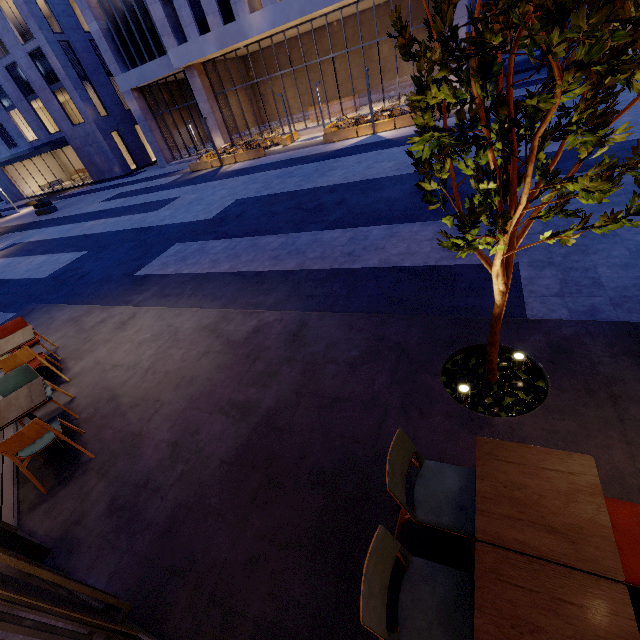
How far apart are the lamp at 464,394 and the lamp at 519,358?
0.7m

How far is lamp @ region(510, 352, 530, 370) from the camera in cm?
345

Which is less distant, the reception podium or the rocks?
the rocks

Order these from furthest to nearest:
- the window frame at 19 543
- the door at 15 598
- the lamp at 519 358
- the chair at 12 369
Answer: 1. the chair at 12 369
2. the lamp at 519 358
3. the window frame at 19 543
4. the door at 15 598

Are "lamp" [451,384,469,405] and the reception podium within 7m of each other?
no

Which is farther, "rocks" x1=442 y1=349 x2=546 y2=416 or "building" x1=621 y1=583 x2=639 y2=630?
"rocks" x1=442 y1=349 x2=546 y2=416

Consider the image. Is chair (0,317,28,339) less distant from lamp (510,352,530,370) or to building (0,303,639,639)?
building (0,303,639,639)

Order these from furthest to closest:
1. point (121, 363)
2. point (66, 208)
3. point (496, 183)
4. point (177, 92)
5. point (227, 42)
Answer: point (177, 92) < point (66, 208) < point (227, 42) < point (121, 363) < point (496, 183)
